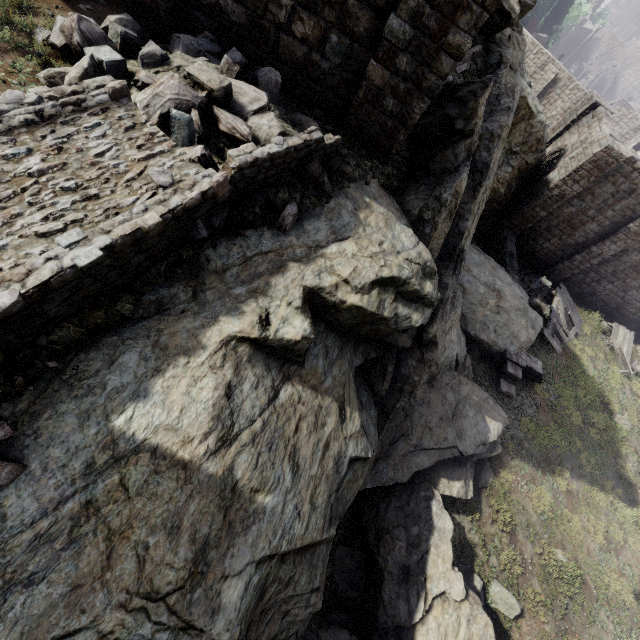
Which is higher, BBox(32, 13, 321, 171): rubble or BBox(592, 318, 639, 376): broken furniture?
BBox(32, 13, 321, 171): rubble

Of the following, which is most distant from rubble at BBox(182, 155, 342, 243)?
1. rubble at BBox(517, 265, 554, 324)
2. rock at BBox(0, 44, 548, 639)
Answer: rubble at BBox(517, 265, 554, 324)

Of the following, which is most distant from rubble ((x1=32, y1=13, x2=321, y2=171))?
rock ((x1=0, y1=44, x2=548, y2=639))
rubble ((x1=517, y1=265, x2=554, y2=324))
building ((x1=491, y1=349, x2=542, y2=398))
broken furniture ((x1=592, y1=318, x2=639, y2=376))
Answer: broken furniture ((x1=592, y1=318, x2=639, y2=376))

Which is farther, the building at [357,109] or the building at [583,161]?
the building at [583,161]

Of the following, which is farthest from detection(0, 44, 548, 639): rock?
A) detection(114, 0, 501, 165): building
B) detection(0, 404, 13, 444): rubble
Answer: detection(114, 0, 501, 165): building

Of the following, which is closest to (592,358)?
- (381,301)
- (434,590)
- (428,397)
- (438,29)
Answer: (428,397)

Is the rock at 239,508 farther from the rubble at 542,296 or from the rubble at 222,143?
the rubble at 542,296

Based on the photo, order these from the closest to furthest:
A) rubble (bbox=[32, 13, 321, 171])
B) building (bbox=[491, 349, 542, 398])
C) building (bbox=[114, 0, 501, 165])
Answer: rubble (bbox=[32, 13, 321, 171]) → building (bbox=[114, 0, 501, 165]) → building (bbox=[491, 349, 542, 398])
